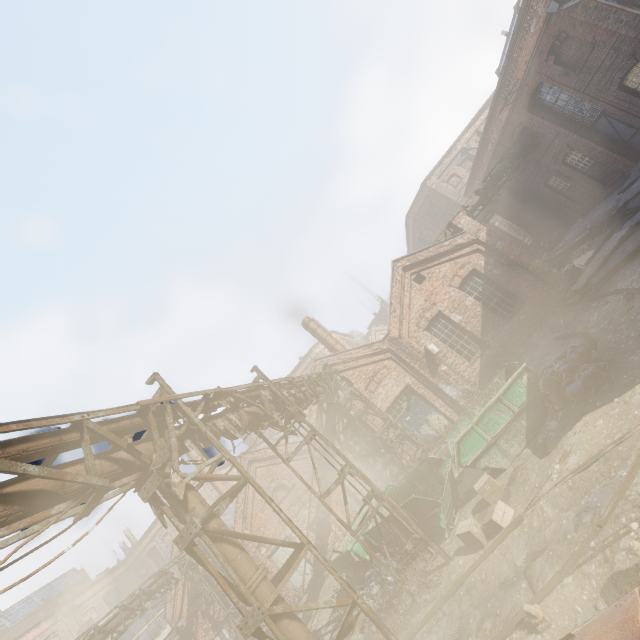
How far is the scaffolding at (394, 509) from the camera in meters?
7.8 m

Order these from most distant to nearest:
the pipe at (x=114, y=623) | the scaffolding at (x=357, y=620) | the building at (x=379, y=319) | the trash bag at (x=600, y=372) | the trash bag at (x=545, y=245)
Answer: the building at (x=379, y=319) < the trash bag at (x=545, y=245) < the pipe at (x=114, y=623) < the trash bag at (x=600, y=372) < the scaffolding at (x=357, y=620)

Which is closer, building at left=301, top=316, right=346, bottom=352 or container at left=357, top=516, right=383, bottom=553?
container at left=357, top=516, right=383, bottom=553

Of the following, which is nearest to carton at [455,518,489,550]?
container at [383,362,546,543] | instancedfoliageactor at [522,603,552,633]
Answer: container at [383,362,546,543]

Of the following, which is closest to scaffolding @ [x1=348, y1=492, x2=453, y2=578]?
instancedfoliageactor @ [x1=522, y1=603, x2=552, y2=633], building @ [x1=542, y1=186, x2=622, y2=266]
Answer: instancedfoliageactor @ [x1=522, y1=603, x2=552, y2=633]

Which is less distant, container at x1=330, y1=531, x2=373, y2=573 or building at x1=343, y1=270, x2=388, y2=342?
container at x1=330, y1=531, x2=373, y2=573

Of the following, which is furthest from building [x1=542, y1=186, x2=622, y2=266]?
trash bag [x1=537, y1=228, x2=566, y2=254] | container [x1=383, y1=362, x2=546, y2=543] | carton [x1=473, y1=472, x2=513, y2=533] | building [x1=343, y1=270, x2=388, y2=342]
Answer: building [x1=343, y1=270, x2=388, y2=342]

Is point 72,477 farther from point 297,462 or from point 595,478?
point 297,462
